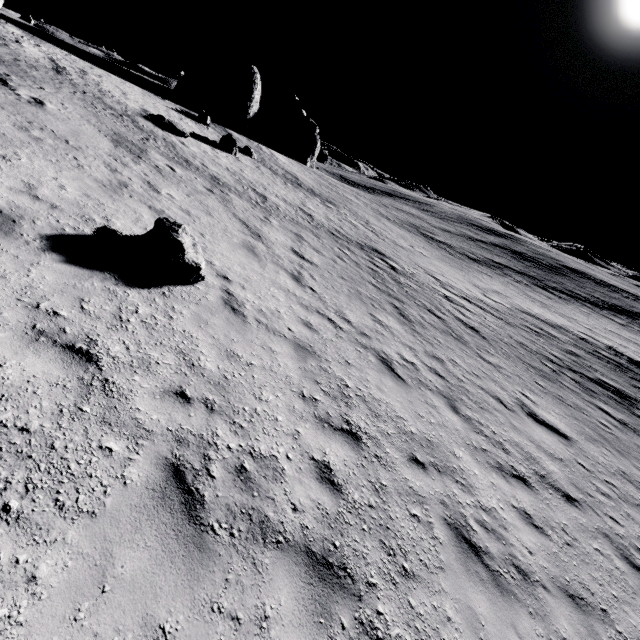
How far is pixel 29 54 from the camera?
16.6m

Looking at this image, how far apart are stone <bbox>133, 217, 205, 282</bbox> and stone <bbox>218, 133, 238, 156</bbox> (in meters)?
20.01

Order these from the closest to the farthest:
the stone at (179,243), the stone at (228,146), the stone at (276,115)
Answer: the stone at (179,243) → the stone at (228,146) → the stone at (276,115)

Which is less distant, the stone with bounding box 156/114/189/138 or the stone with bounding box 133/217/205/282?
the stone with bounding box 133/217/205/282

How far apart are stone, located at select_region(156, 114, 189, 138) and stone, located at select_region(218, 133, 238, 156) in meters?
3.6

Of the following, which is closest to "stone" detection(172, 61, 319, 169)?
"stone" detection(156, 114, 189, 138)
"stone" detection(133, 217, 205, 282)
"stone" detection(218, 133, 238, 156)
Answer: "stone" detection(218, 133, 238, 156)

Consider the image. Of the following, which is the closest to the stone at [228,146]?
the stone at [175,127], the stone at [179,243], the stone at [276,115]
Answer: the stone at [175,127]

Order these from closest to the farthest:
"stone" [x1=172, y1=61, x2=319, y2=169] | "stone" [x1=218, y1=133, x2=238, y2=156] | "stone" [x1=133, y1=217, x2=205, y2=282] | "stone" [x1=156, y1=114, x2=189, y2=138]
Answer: "stone" [x1=133, y1=217, x2=205, y2=282] < "stone" [x1=156, y1=114, x2=189, y2=138] < "stone" [x1=218, y1=133, x2=238, y2=156] < "stone" [x1=172, y1=61, x2=319, y2=169]
